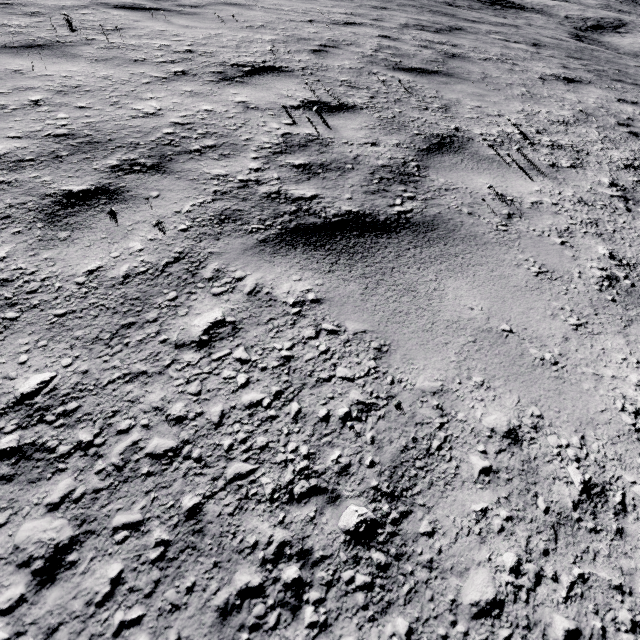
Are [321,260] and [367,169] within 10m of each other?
yes
